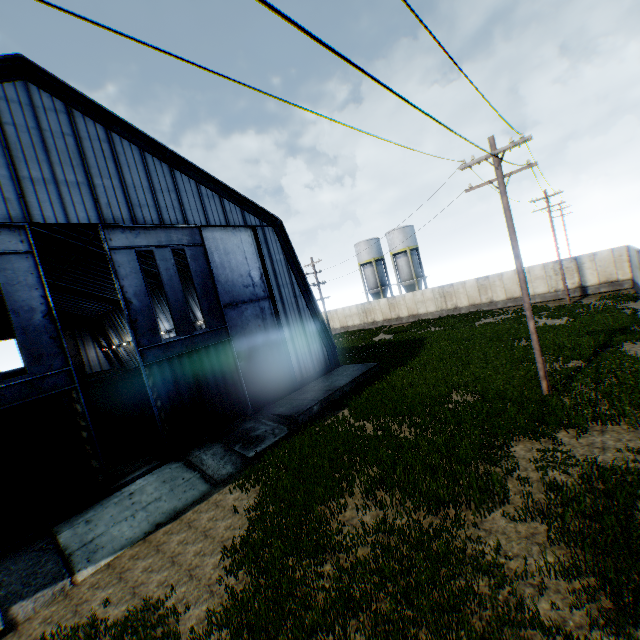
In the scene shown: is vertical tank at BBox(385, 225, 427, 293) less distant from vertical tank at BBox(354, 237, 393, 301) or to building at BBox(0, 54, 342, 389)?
vertical tank at BBox(354, 237, 393, 301)

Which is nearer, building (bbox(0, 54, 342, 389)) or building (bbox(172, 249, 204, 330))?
building (bbox(0, 54, 342, 389))

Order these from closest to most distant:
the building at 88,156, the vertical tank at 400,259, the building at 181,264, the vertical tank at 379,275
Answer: the building at 88,156
the building at 181,264
the vertical tank at 400,259
the vertical tank at 379,275

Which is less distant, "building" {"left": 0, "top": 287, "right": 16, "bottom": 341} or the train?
the train

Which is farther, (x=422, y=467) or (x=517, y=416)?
(x=517, y=416)

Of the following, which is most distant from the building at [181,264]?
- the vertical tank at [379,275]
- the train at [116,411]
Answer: the vertical tank at [379,275]

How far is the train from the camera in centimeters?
1900cm
